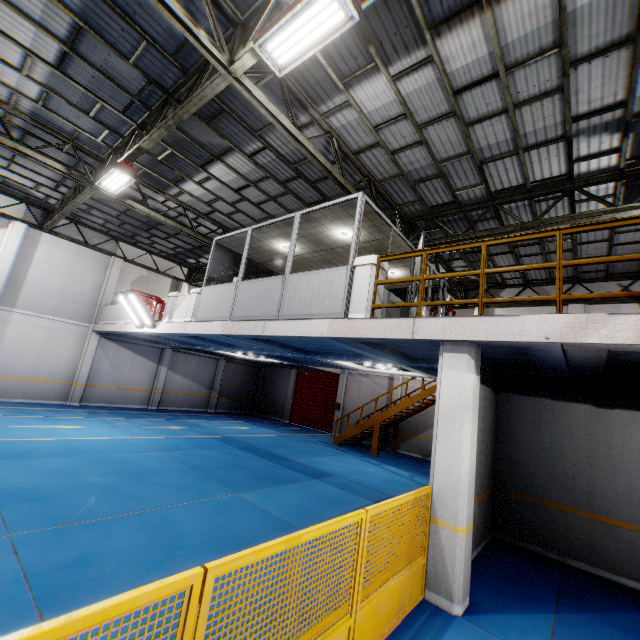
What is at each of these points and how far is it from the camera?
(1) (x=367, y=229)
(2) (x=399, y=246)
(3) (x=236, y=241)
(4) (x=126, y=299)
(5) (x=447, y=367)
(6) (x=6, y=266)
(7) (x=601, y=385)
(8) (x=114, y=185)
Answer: (1) cieling, 8.8 meters
(2) cieling, 9.5 meters
(3) cieling, 10.9 meters
(4) light, 12.2 meters
(5) cement column, 5.3 meters
(6) cement column, 14.3 meters
(7) cement column, 6.8 meters
(8) light, 9.7 meters

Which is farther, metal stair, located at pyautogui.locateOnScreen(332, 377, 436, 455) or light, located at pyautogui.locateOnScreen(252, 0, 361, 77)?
metal stair, located at pyautogui.locateOnScreen(332, 377, 436, 455)

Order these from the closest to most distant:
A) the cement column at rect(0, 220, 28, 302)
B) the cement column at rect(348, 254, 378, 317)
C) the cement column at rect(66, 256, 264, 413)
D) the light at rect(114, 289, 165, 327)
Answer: the cement column at rect(348, 254, 378, 317), the light at rect(114, 289, 165, 327), the cement column at rect(0, 220, 28, 302), the cement column at rect(66, 256, 264, 413)

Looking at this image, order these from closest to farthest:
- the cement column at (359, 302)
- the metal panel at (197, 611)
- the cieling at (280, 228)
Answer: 1. the metal panel at (197, 611)
2. the cement column at (359, 302)
3. the cieling at (280, 228)

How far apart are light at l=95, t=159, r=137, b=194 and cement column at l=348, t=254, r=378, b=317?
6.9 meters

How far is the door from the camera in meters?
20.9 m

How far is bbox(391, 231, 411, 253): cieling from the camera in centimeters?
896cm

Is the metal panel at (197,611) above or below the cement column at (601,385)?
below
